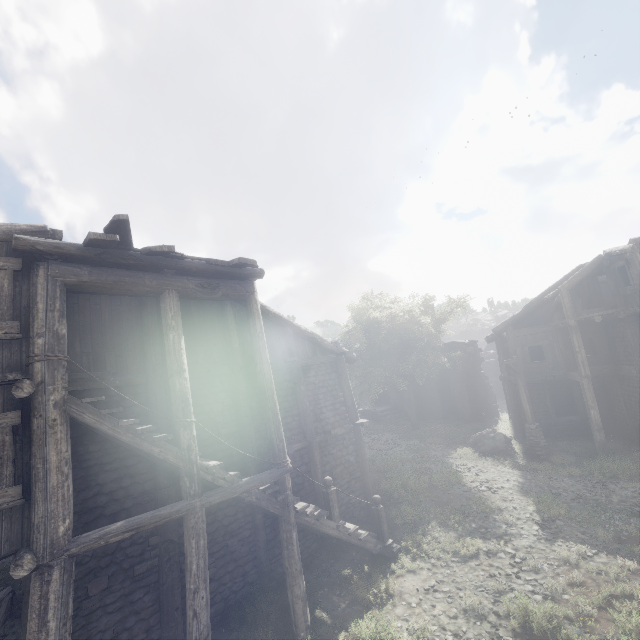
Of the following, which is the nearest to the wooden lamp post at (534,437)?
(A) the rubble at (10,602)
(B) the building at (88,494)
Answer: (B) the building at (88,494)

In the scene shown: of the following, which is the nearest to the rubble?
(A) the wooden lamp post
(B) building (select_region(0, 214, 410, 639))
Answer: (B) building (select_region(0, 214, 410, 639))

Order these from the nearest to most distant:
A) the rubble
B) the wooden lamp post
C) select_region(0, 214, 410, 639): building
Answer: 1. select_region(0, 214, 410, 639): building
2. the rubble
3. the wooden lamp post

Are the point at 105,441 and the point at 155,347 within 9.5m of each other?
yes

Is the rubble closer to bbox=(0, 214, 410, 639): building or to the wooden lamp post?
bbox=(0, 214, 410, 639): building

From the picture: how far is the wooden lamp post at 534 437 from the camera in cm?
1636

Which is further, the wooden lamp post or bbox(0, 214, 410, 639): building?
the wooden lamp post

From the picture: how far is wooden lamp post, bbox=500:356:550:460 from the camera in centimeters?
1636cm
